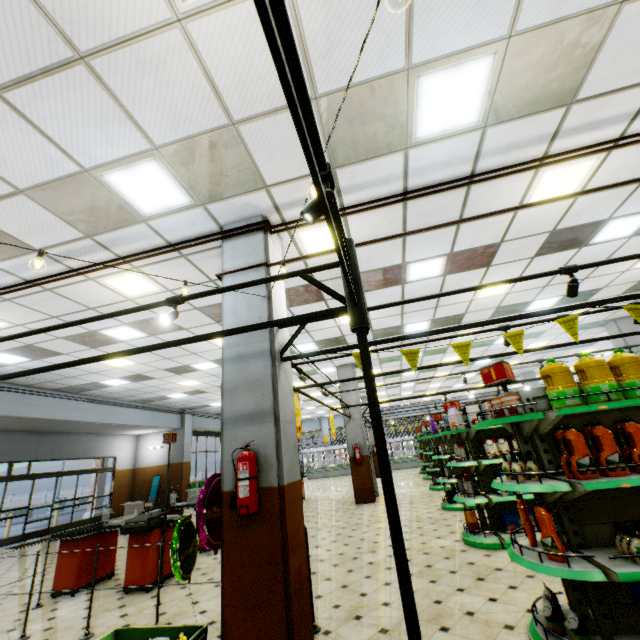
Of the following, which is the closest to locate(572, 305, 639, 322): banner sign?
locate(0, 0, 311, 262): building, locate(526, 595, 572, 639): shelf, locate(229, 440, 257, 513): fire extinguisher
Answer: locate(526, 595, 572, 639): shelf

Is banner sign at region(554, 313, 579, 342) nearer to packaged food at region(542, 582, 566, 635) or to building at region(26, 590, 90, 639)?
building at region(26, 590, 90, 639)

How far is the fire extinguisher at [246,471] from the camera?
3.1m

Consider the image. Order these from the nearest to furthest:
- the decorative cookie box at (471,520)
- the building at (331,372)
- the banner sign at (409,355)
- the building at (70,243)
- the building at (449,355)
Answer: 1. the building at (70,243)
2. the banner sign at (409,355)
3. the decorative cookie box at (471,520)
4. the building at (449,355)
5. the building at (331,372)

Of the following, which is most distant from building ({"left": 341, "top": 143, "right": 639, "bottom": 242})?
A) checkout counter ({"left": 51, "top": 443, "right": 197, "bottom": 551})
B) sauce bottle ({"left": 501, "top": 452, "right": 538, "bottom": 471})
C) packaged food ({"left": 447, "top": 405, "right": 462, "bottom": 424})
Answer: packaged food ({"left": 447, "top": 405, "right": 462, "bottom": 424})

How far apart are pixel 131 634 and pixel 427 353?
12.5 meters

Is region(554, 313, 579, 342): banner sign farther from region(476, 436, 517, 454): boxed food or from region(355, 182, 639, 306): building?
region(476, 436, 517, 454): boxed food

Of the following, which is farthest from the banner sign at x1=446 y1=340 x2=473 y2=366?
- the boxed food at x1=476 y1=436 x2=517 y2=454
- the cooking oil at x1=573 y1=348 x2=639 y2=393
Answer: the boxed food at x1=476 y1=436 x2=517 y2=454
